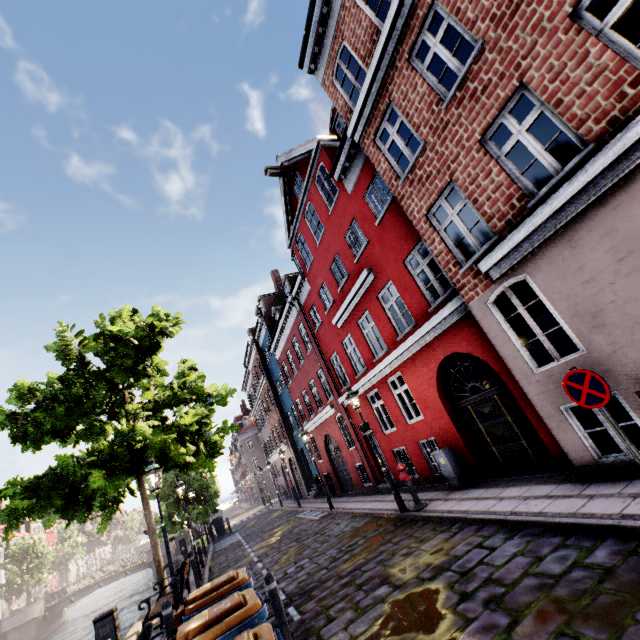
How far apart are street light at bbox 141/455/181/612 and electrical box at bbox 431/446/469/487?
7.4m

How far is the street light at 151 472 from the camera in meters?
7.1

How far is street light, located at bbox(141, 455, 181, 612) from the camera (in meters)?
7.12

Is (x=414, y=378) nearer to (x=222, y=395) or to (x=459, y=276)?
(x=459, y=276)

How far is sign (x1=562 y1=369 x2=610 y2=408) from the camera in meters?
4.2

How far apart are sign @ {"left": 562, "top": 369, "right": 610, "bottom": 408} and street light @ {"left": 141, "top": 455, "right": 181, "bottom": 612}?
8.7 meters

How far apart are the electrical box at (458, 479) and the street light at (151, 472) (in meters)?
7.43

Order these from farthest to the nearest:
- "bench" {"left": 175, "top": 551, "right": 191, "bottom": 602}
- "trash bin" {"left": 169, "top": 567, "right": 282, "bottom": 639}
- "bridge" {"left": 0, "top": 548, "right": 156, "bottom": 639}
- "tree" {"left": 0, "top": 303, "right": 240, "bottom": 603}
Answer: "bridge" {"left": 0, "top": 548, "right": 156, "bottom": 639} < "tree" {"left": 0, "top": 303, "right": 240, "bottom": 603} < "bench" {"left": 175, "top": 551, "right": 191, "bottom": 602} < "trash bin" {"left": 169, "top": 567, "right": 282, "bottom": 639}
